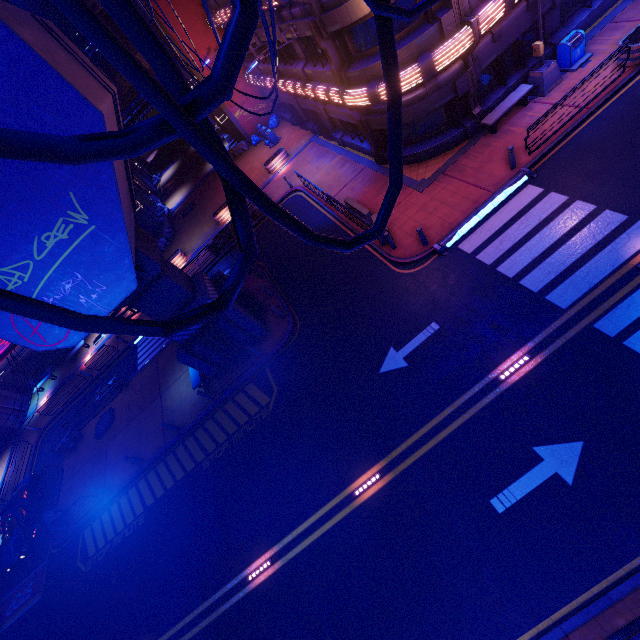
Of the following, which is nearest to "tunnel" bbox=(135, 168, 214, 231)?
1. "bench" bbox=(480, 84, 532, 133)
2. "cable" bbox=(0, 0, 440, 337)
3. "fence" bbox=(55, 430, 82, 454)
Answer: "cable" bbox=(0, 0, 440, 337)

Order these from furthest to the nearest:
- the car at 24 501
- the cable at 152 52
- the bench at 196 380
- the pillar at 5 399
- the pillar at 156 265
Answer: the pillar at 5 399 < the car at 24 501 < the bench at 196 380 < the pillar at 156 265 < the cable at 152 52

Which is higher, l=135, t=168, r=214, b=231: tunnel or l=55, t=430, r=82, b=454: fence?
l=135, t=168, r=214, b=231: tunnel

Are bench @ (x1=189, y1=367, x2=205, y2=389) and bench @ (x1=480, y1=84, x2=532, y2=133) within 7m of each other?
no

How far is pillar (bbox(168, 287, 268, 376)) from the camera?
16.0m

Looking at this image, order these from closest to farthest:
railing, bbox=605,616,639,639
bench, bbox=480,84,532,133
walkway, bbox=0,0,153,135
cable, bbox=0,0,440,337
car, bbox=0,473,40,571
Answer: cable, bbox=0,0,440,337, railing, bbox=605,616,639,639, walkway, bbox=0,0,153,135, bench, bbox=480,84,532,133, car, bbox=0,473,40,571

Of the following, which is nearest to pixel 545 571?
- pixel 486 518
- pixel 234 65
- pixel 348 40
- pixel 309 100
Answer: pixel 486 518

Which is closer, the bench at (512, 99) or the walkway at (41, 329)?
the walkway at (41, 329)
